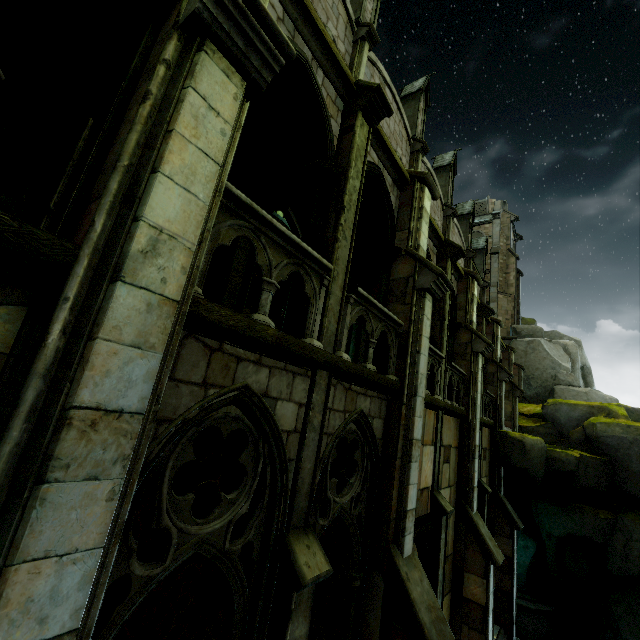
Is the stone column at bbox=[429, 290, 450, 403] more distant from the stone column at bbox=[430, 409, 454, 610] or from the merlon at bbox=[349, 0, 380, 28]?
the merlon at bbox=[349, 0, 380, 28]

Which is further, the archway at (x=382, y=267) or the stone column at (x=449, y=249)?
the stone column at (x=449, y=249)

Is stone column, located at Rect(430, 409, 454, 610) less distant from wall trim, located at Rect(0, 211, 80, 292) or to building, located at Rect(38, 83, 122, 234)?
building, located at Rect(38, 83, 122, 234)

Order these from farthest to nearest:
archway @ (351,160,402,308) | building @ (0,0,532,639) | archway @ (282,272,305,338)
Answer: archway @ (351,160,402,308)
archway @ (282,272,305,338)
building @ (0,0,532,639)

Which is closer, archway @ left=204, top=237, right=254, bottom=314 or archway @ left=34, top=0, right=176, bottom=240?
archway @ left=34, top=0, right=176, bottom=240

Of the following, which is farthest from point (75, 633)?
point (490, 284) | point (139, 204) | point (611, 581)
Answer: point (490, 284)

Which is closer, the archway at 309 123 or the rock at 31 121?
the rock at 31 121

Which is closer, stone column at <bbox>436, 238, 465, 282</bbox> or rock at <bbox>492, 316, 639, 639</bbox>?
stone column at <bbox>436, 238, 465, 282</bbox>
